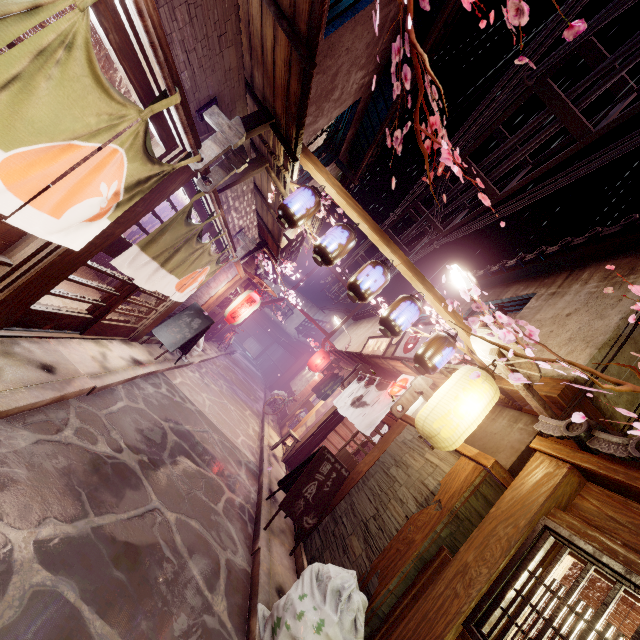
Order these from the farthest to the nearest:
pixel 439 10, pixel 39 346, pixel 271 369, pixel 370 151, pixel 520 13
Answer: pixel 271 369
pixel 370 151
pixel 439 10
pixel 39 346
pixel 520 13

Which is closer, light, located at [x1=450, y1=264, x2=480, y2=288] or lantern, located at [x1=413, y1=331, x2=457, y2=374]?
lantern, located at [x1=413, y1=331, x2=457, y2=374]

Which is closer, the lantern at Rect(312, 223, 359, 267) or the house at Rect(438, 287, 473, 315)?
the lantern at Rect(312, 223, 359, 267)

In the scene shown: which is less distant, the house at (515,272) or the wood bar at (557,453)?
the wood bar at (557,453)

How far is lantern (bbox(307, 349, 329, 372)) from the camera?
26.25m

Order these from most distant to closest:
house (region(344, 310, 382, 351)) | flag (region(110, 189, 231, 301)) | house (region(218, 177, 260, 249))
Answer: house (region(344, 310, 382, 351))
house (region(218, 177, 260, 249))
flag (region(110, 189, 231, 301))

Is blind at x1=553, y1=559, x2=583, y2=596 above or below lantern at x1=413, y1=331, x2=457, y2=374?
below

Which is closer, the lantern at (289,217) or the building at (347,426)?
the lantern at (289,217)
